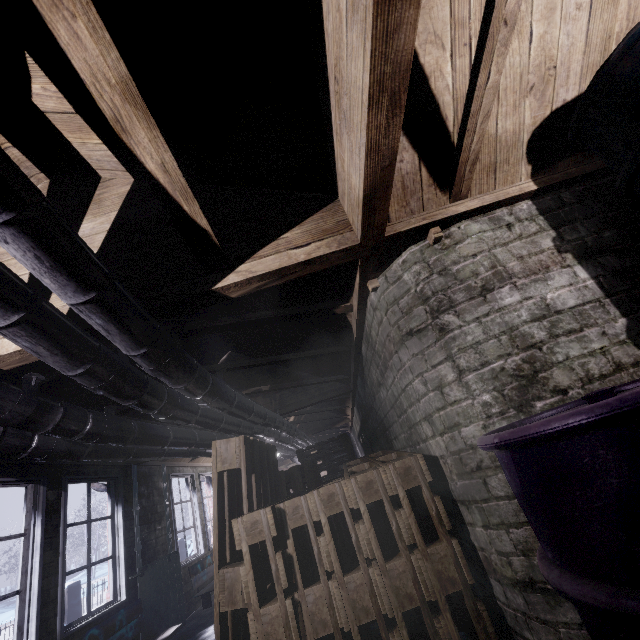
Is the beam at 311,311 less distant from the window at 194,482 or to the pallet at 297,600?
the window at 194,482

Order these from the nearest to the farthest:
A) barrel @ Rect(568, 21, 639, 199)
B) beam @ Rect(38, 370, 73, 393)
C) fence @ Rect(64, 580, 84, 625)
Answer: barrel @ Rect(568, 21, 639, 199) → beam @ Rect(38, 370, 73, 393) → fence @ Rect(64, 580, 84, 625)

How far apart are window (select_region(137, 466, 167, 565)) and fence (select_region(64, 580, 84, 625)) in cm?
400

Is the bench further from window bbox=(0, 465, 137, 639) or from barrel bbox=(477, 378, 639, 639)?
barrel bbox=(477, 378, 639, 639)

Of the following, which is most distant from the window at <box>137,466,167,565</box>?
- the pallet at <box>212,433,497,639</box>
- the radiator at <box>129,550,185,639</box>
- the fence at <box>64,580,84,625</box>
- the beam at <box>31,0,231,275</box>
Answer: the fence at <box>64,580,84,625</box>

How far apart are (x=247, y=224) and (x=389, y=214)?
0.7m

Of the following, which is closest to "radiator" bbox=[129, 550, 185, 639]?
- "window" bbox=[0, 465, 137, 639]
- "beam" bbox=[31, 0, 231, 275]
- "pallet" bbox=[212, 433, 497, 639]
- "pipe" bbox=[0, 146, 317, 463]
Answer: "window" bbox=[0, 465, 137, 639]

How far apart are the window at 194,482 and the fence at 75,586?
4.0m
